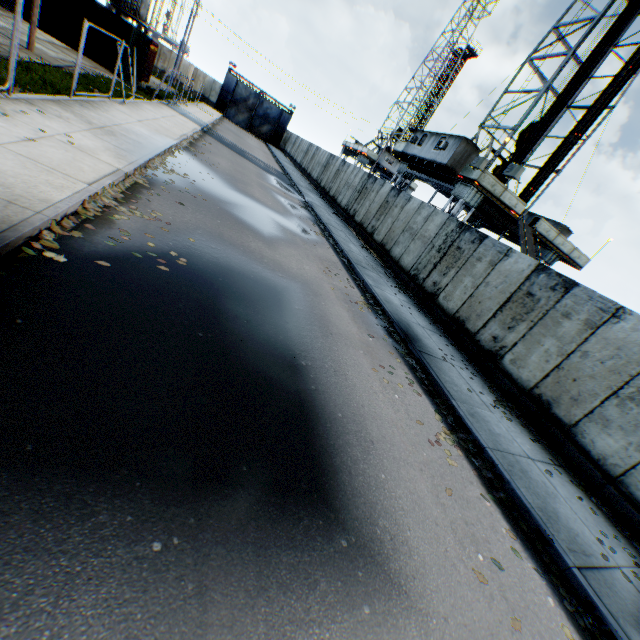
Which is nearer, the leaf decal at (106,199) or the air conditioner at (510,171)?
the leaf decal at (106,199)

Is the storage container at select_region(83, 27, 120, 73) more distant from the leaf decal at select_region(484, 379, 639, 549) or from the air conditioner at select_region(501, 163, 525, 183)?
the leaf decal at select_region(484, 379, 639, 549)

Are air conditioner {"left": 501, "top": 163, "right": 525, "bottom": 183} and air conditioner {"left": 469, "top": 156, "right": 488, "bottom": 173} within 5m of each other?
yes

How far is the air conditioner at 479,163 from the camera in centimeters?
1731cm

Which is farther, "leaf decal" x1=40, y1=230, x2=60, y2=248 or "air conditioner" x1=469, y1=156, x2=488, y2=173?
"air conditioner" x1=469, y1=156, x2=488, y2=173

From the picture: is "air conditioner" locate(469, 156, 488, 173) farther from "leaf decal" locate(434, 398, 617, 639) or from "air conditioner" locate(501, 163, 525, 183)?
"leaf decal" locate(434, 398, 617, 639)

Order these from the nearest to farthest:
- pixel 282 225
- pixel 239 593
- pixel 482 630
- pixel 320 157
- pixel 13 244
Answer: pixel 239 593 < pixel 482 630 < pixel 13 244 < pixel 282 225 < pixel 320 157

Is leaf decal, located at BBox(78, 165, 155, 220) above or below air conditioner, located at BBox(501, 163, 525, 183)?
below
